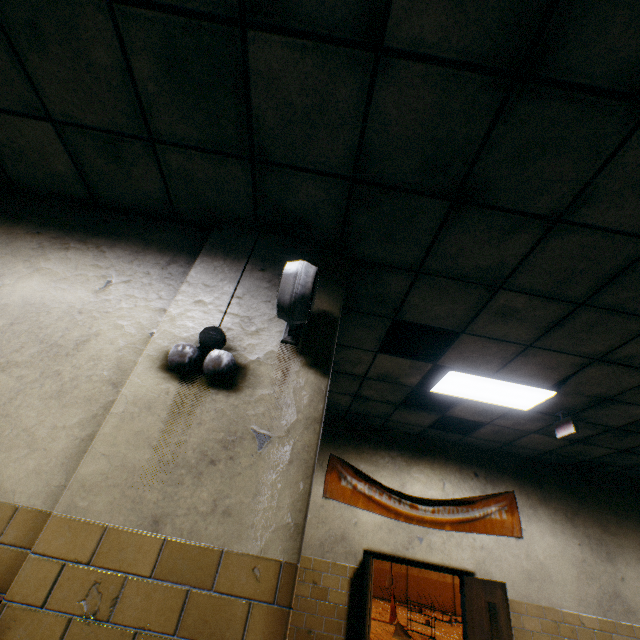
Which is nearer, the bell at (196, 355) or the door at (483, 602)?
the bell at (196, 355)

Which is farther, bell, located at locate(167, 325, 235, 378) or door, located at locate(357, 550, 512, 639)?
door, located at locate(357, 550, 512, 639)

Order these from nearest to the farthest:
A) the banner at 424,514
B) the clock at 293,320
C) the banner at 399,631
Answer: the clock at 293,320 → the banner at 424,514 → the banner at 399,631

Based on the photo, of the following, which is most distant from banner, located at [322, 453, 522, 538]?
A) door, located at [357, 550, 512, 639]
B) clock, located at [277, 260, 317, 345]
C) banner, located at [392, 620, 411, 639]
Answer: banner, located at [392, 620, 411, 639]

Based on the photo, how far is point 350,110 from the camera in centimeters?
Answer: 175cm

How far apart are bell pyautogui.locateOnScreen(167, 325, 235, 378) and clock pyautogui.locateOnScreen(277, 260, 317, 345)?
0.3 meters

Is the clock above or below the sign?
below

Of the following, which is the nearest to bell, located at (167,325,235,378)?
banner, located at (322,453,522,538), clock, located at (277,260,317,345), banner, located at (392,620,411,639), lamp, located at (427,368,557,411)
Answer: clock, located at (277,260,317,345)
